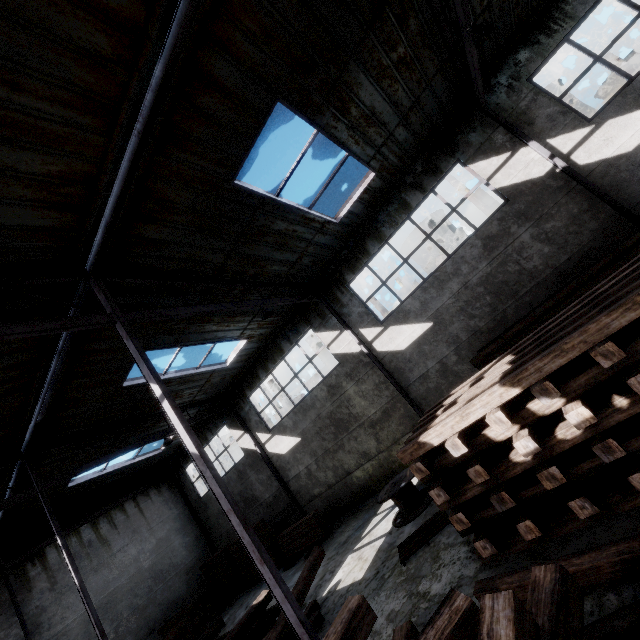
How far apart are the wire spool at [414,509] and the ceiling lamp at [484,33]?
10.37m

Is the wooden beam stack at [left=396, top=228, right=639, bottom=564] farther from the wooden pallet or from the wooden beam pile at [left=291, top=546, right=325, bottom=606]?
the wooden beam pile at [left=291, top=546, right=325, bottom=606]

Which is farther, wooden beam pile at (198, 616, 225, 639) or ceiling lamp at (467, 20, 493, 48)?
wooden beam pile at (198, 616, 225, 639)

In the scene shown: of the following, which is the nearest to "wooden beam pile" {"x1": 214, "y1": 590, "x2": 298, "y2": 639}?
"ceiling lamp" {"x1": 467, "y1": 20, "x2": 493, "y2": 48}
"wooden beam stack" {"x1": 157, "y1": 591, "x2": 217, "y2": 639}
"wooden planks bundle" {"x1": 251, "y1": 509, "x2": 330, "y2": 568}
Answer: "wooden planks bundle" {"x1": 251, "y1": 509, "x2": 330, "y2": 568}

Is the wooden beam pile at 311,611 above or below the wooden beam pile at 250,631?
below

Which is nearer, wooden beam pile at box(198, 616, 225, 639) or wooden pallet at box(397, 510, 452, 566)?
wooden pallet at box(397, 510, 452, 566)

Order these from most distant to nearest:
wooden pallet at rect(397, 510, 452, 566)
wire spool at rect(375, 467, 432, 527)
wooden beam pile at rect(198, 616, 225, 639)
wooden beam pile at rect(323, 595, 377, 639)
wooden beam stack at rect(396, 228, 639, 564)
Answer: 1. wire spool at rect(375, 467, 432, 527)
2. wooden beam pile at rect(198, 616, 225, 639)
3. wooden pallet at rect(397, 510, 452, 566)
4. wooden beam stack at rect(396, 228, 639, 564)
5. wooden beam pile at rect(323, 595, 377, 639)

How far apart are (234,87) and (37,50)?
2.79m
